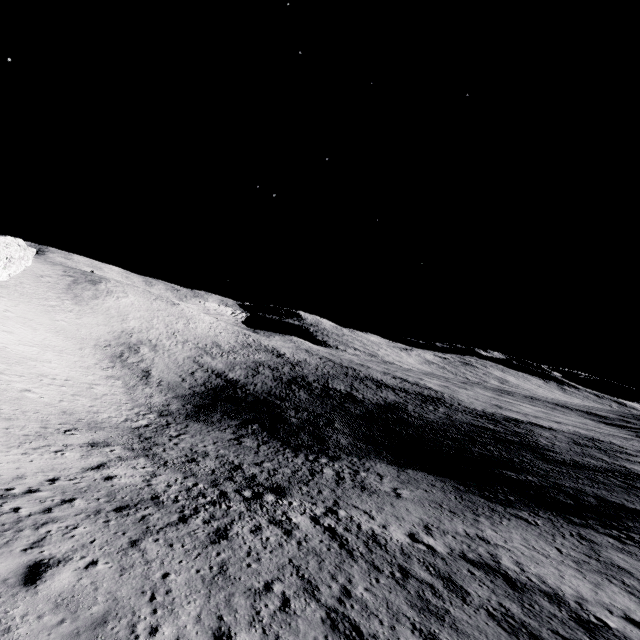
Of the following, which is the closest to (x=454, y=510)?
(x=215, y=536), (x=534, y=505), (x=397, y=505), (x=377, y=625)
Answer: (x=397, y=505)
